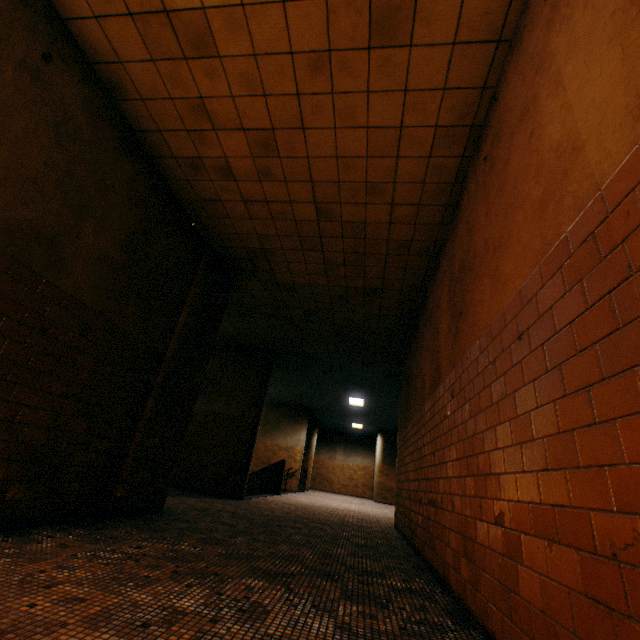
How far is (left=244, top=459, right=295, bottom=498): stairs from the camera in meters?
11.7 m

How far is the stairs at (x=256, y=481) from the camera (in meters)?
11.73

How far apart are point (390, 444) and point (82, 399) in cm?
1843
